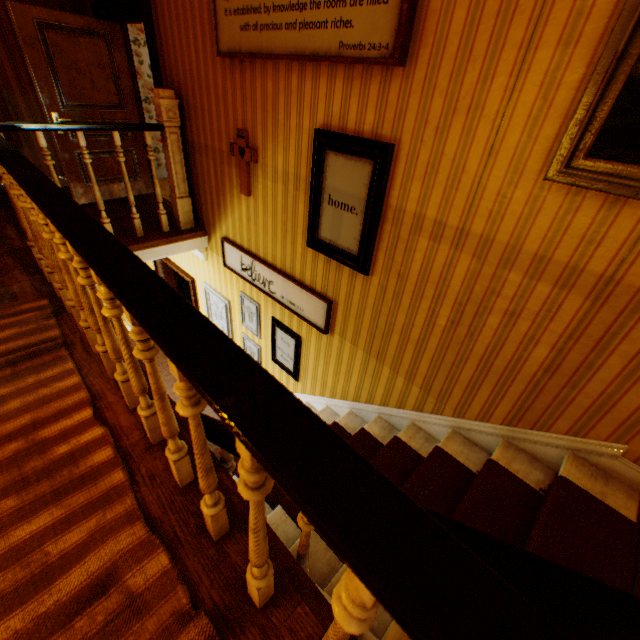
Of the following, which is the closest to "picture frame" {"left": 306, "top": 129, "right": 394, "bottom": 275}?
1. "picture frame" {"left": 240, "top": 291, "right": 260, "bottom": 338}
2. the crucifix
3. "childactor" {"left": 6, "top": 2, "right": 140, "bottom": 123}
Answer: the crucifix

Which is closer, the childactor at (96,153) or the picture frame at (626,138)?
the picture frame at (626,138)

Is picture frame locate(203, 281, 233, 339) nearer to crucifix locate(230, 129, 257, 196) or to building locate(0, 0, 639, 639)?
building locate(0, 0, 639, 639)

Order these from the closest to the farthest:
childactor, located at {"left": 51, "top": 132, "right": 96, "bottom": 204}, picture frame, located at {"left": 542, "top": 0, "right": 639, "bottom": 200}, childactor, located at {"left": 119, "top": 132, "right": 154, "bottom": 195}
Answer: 1. picture frame, located at {"left": 542, "top": 0, "right": 639, "bottom": 200}
2. childactor, located at {"left": 51, "top": 132, "right": 96, "bottom": 204}
3. childactor, located at {"left": 119, "top": 132, "right": 154, "bottom": 195}

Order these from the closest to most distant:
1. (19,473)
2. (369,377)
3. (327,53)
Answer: (19,473)
(327,53)
(369,377)

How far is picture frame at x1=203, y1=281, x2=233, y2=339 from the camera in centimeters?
496cm

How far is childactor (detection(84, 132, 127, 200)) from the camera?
4.77m
